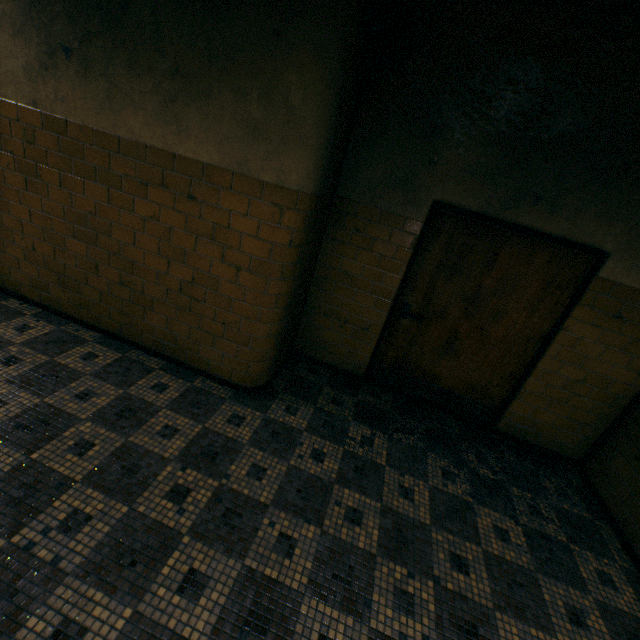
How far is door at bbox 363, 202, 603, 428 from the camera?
3.1 meters

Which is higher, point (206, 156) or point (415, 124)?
point (415, 124)

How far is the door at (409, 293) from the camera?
3.1m
